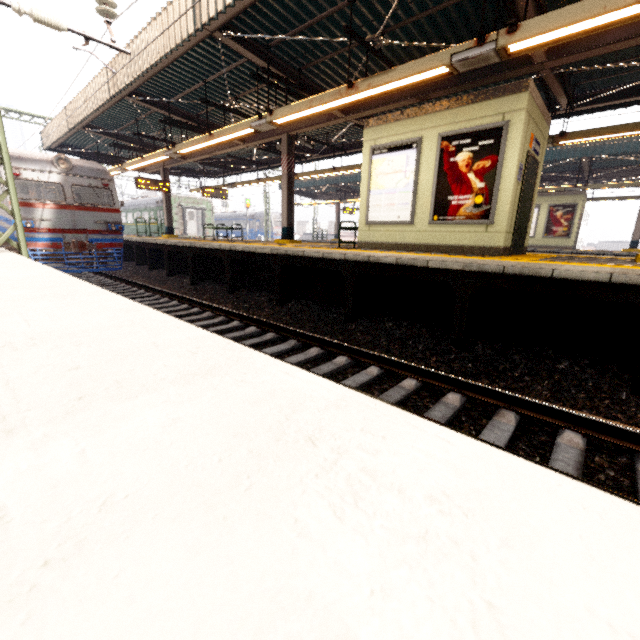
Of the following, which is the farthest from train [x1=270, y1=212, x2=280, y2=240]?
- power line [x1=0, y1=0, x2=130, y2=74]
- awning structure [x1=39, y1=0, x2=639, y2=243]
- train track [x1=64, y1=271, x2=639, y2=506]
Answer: power line [x1=0, y1=0, x2=130, y2=74]

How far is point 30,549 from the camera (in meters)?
0.49

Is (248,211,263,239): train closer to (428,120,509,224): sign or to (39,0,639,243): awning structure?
(39,0,639,243): awning structure

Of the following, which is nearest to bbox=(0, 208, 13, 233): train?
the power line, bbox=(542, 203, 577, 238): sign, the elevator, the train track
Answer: the train track

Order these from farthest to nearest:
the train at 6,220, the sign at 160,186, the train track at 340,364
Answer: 1. the sign at 160,186
2. the train at 6,220
3. the train track at 340,364

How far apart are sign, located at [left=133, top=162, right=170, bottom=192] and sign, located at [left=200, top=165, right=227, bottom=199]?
1.7 meters

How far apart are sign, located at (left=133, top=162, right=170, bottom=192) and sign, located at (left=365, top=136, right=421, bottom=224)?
11.6m

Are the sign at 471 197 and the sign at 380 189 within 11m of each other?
yes
